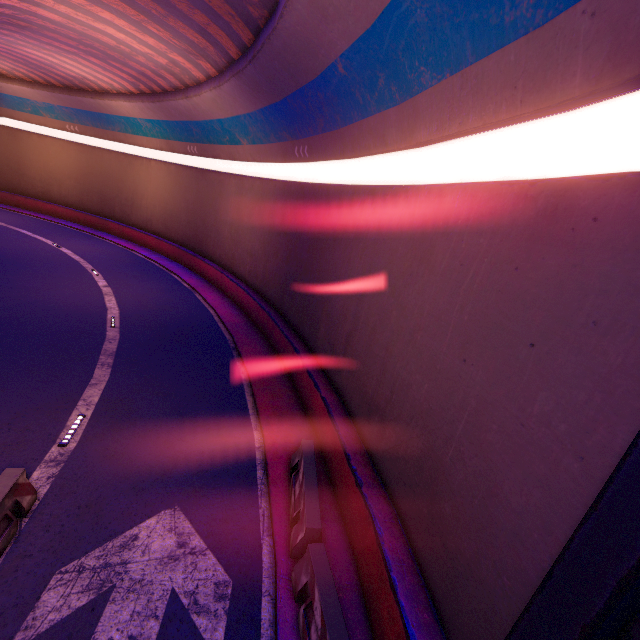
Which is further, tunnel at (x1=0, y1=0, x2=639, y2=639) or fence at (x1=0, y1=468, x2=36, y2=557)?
fence at (x1=0, y1=468, x2=36, y2=557)

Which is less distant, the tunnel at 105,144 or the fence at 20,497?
the tunnel at 105,144

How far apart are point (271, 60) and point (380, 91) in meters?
5.0
